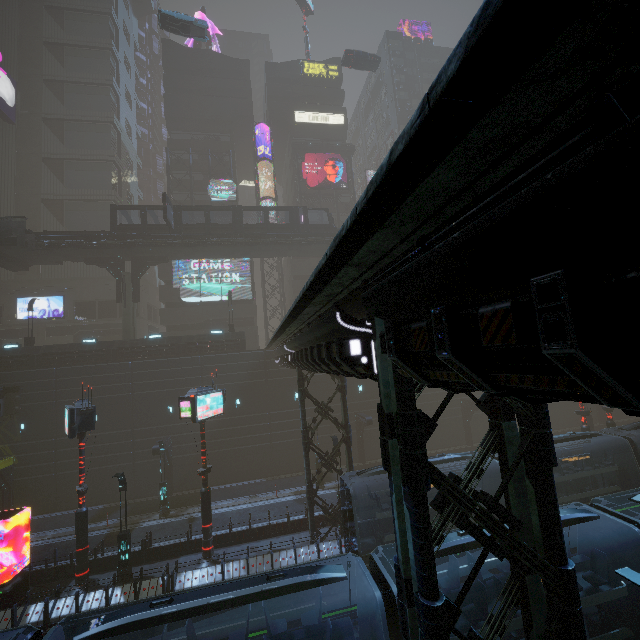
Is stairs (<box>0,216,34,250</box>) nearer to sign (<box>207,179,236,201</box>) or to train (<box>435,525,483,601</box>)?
sign (<box>207,179,236,201</box>)

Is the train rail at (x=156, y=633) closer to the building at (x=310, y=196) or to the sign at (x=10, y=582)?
the building at (x=310, y=196)

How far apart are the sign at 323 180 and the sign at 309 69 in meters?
13.5

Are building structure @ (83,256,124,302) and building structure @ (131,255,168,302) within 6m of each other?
yes

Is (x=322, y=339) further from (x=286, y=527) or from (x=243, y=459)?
(x=243, y=459)

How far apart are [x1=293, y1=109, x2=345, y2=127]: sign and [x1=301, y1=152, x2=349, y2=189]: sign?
5.6m

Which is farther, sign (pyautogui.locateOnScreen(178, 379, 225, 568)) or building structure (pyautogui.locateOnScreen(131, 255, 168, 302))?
building structure (pyautogui.locateOnScreen(131, 255, 168, 302))

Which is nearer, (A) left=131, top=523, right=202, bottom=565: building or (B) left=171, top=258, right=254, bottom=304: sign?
(A) left=131, top=523, right=202, bottom=565: building
